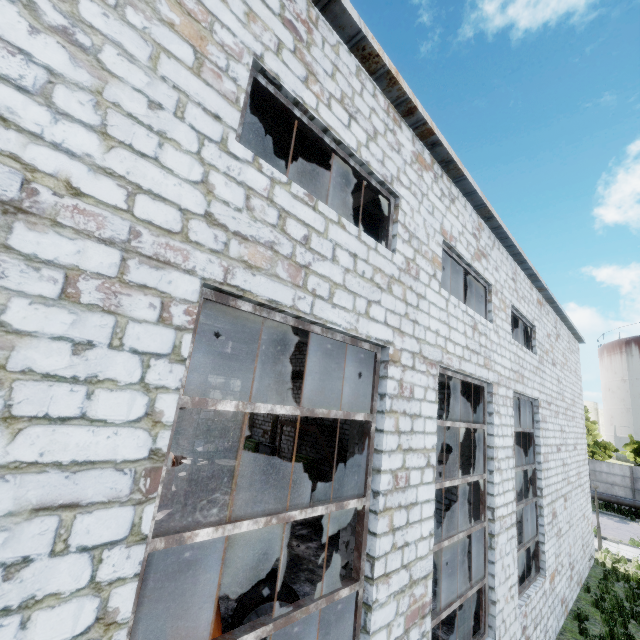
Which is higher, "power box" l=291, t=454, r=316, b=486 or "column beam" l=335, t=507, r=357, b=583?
"column beam" l=335, t=507, r=357, b=583

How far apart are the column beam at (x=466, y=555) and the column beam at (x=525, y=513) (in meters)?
3.82

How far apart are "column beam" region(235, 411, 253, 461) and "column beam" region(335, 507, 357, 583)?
18.02m

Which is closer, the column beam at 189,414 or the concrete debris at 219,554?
the concrete debris at 219,554

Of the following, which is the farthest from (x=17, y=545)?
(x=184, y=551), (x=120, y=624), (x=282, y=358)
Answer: (x=282, y=358)

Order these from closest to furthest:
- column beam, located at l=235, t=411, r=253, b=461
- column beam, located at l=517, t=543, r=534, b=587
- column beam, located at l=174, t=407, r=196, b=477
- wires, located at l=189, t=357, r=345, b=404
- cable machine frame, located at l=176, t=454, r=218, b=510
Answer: column beam, located at l=517, t=543, r=534, b=587 → cable machine frame, located at l=176, t=454, r=218, b=510 → wires, located at l=189, t=357, r=345, b=404 → column beam, located at l=174, t=407, r=196, b=477 → column beam, located at l=235, t=411, r=253, b=461

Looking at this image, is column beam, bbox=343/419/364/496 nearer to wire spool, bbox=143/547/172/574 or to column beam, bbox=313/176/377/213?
column beam, bbox=313/176/377/213

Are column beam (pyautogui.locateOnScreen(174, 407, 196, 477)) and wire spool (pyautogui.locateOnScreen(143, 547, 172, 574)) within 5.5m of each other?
no
